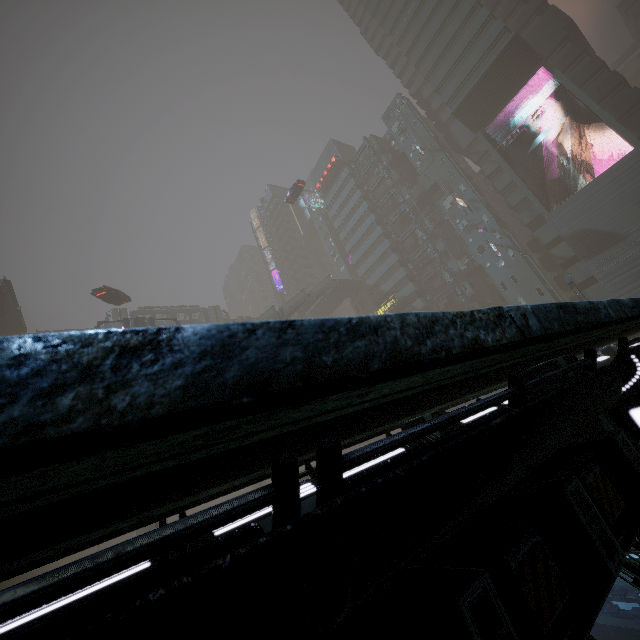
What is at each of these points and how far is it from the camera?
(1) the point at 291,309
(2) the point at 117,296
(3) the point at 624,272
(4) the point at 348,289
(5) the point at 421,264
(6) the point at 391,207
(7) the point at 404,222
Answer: (1) stairs, 49.00m
(2) car, 33.62m
(3) building, 31.50m
(4) bridge, 58.44m
(5) building, 51.91m
(6) building, 56.31m
(7) building, 56.03m

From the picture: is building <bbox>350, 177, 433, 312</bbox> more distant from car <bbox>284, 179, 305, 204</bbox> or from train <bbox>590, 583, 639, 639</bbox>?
car <bbox>284, 179, 305, 204</bbox>

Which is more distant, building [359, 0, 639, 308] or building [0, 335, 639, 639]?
building [359, 0, 639, 308]

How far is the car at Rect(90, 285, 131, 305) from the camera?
31.9 meters

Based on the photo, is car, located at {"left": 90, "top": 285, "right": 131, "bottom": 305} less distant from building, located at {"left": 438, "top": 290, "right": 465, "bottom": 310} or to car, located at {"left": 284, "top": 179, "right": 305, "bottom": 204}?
building, located at {"left": 438, "top": 290, "right": 465, "bottom": 310}

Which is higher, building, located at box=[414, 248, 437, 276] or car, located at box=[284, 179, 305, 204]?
car, located at box=[284, 179, 305, 204]

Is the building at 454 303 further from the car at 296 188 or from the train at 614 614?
the car at 296 188

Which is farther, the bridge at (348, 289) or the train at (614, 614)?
the bridge at (348, 289)
